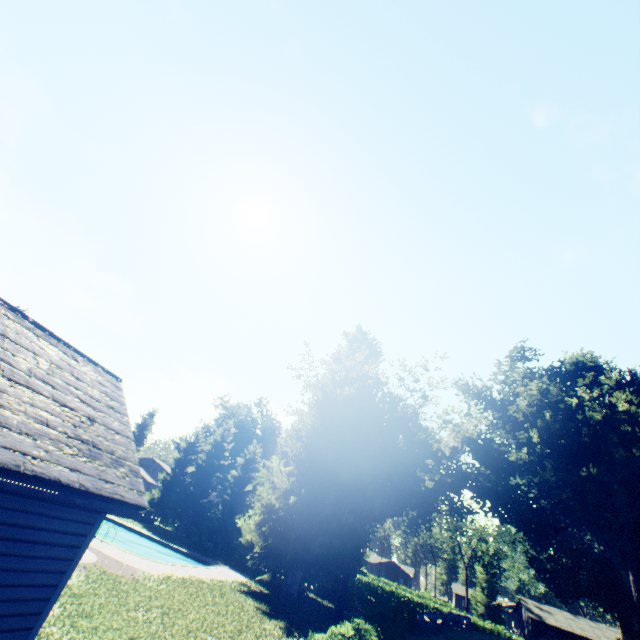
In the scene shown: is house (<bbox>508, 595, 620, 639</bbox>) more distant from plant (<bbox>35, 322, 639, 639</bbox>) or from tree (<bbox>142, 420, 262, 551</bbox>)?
tree (<bbox>142, 420, 262, 551</bbox>)

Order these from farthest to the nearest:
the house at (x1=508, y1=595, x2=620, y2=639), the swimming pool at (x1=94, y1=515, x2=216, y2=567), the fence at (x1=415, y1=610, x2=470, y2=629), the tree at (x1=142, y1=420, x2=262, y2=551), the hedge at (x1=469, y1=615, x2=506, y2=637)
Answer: the house at (x1=508, y1=595, x2=620, y2=639), the hedge at (x1=469, y1=615, x2=506, y2=637), the tree at (x1=142, y1=420, x2=262, y2=551), the fence at (x1=415, y1=610, x2=470, y2=629), the swimming pool at (x1=94, y1=515, x2=216, y2=567)

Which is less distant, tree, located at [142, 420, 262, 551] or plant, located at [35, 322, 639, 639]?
plant, located at [35, 322, 639, 639]

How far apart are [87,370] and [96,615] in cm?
900

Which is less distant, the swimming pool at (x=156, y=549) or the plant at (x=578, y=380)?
the plant at (x=578, y=380)

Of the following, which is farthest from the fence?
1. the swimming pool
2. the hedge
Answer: the swimming pool

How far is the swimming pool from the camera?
23.4 meters

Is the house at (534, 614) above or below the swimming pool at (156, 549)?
above
